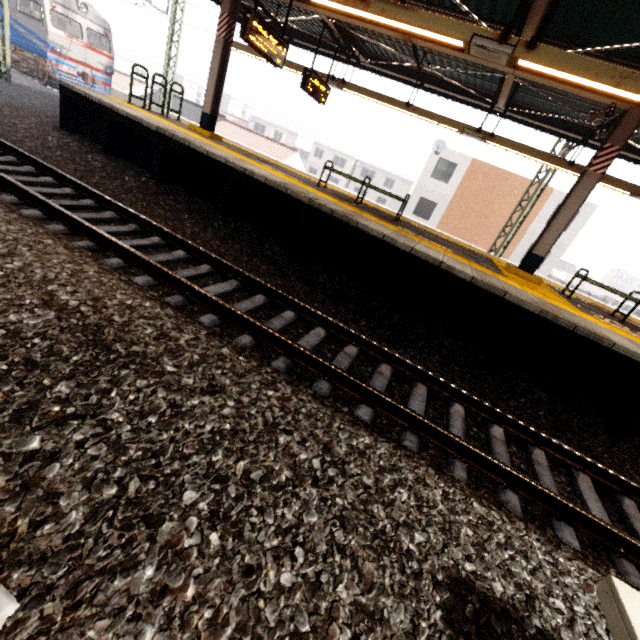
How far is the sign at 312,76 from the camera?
8.92m

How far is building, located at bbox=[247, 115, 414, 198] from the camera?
49.8m

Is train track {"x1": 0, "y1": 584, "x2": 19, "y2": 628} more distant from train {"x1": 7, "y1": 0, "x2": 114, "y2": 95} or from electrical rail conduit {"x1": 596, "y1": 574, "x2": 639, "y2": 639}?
train {"x1": 7, "y1": 0, "x2": 114, "y2": 95}

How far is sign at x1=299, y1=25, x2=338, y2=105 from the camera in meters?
8.9 m

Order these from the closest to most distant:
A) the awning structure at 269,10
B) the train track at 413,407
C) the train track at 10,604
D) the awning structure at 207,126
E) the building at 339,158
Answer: the train track at 10,604 → the train track at 413,407 → the awning structure at 207,126 → the awning structure at 269,10 → the building at 339,158

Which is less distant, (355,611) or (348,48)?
(355,611)

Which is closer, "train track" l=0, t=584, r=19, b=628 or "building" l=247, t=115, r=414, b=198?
"train track" l=0, t=584, r=19, b=628

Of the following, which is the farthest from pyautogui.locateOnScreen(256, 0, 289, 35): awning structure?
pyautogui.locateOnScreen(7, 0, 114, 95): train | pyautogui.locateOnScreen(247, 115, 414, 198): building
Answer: pyautogui.locateOnScreen(247, 115, 414, 198): building
